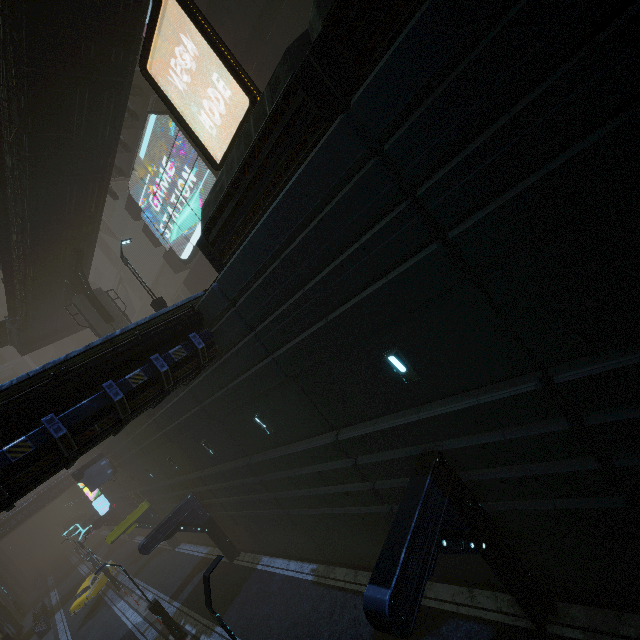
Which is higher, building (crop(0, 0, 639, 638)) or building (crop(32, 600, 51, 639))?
building (crop(0, 0, 639, 638))

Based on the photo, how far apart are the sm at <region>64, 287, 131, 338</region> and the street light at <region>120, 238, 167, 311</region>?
9.4 meters

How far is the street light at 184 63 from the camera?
10.5 meters

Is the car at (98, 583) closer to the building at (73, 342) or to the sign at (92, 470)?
the building at (73, 342)

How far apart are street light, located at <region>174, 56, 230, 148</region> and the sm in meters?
19.8 m

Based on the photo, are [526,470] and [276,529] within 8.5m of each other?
no

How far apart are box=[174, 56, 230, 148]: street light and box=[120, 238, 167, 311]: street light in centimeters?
967cm

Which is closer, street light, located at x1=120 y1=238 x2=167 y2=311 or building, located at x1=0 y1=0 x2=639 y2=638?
A: building, located at x1=0 y1=0 x2=639 y2=638
